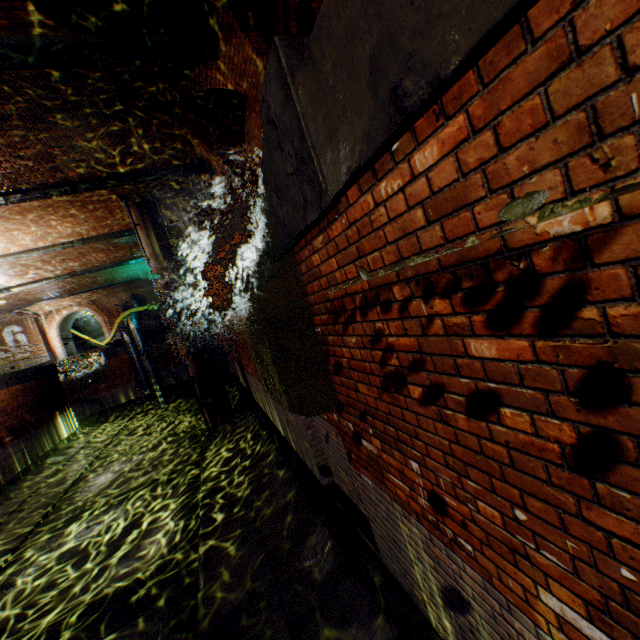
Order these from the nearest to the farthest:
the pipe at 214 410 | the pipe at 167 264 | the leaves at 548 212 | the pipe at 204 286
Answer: the leaves at 548 212, the pipe at 167 264, the pipe at 214 410, the pipe at 204 286

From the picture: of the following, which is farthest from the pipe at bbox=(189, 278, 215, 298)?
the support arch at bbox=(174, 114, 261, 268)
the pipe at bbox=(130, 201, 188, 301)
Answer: the support arch at bbox=(174, 114, 261, 268)

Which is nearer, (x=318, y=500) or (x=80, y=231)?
(x=318, y=500)

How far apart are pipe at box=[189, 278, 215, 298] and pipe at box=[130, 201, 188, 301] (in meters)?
5.30

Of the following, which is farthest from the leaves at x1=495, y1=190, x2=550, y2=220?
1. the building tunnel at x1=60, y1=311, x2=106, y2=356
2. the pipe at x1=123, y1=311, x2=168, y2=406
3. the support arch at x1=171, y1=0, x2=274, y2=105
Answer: the building tunnel at x1=60, y1=311, x2=106, y2=356

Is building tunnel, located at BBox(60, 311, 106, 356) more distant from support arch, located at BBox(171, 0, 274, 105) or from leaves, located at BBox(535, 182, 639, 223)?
leaves, located at BBox(535, 182, 639, 223)

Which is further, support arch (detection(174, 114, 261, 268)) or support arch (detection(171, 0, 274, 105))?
support arch (detection(174, 114, 261, 268))

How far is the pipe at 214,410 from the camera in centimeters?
1313cm
